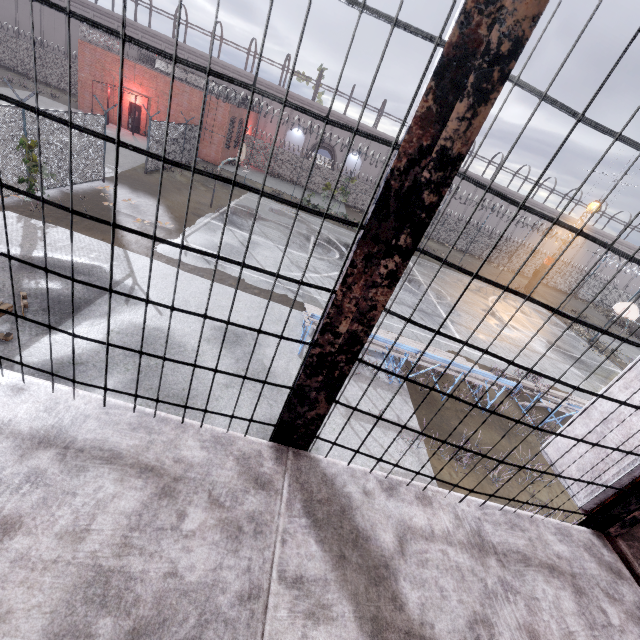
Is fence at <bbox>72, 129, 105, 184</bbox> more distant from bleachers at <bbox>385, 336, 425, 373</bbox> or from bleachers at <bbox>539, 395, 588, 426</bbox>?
bleachers at <bbox>539, 395, 588, 426</bbox>

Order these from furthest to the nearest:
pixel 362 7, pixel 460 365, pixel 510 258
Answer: pixel 510 258 < pixel 460 365 < pixel 362 7

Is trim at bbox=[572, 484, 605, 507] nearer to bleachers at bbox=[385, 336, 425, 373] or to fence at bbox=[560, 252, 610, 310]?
fence at bbox=[560, 252, 610, 310]

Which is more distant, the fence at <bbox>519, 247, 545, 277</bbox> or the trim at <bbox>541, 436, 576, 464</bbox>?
the fence at <bbox>519, 247, 545, 277</bbox>

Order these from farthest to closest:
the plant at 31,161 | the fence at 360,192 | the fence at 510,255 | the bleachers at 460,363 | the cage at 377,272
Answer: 1. the fence at 510,255
2. the fence at 360,192
3. the plant at 31,161
4. the bleachers at 460,363
5. the cage at 377,272

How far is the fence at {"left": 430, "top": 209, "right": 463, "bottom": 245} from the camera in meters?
36.7

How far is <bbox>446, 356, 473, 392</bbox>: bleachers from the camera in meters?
9.1

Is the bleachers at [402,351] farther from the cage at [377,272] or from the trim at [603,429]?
the cage at [377,272]
